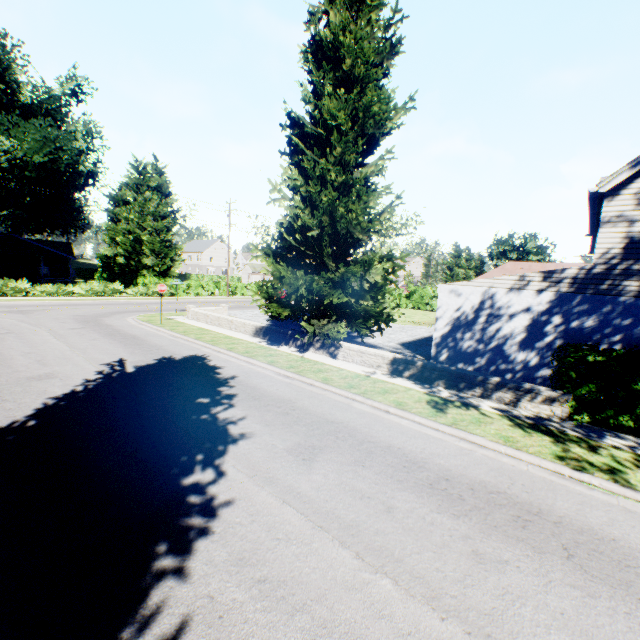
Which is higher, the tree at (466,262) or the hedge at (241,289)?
the tree at (466,262)

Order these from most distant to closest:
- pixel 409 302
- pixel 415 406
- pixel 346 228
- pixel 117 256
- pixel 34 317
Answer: pixel 117 256
pixel 409 302
pixel 34 317
pixel 346 228
pixel 415 406

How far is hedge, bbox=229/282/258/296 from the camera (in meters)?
41.76

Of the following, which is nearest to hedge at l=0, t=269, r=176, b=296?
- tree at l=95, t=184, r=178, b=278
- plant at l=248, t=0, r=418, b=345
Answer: tree at l=95, t=184, r=178, b=278

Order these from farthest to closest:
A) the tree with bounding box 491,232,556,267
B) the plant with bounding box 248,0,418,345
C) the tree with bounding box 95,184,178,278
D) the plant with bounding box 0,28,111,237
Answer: the tree with bounding box 491,232,556,267
the tree with bounding box 95,184,178,278
the plant with bounding box 0,28,111,237
the plant with bounding box 248,0,418,345

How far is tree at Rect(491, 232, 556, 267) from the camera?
55.7m

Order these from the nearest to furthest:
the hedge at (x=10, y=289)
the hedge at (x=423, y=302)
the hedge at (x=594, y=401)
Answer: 1. the hedge at (x=594, y=401)
2. the hedge at (x=10, y=289)
3. the hedge at (x=423, y=302)
